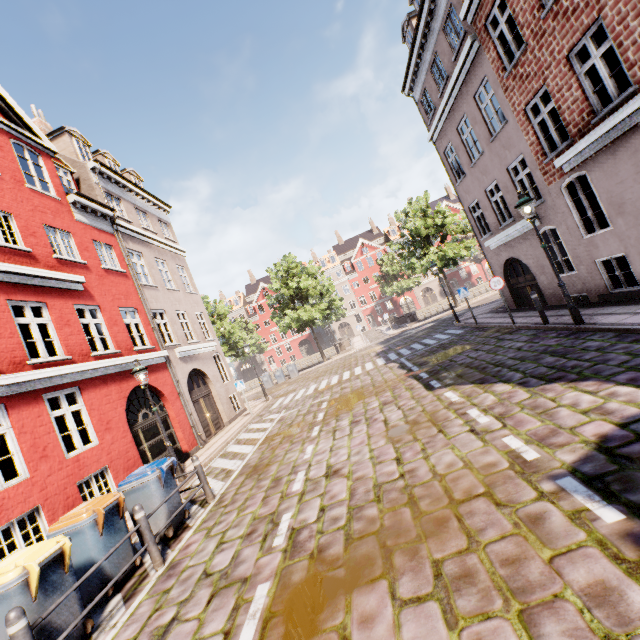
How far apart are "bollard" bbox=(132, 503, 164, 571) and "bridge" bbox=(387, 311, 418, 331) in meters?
31.5

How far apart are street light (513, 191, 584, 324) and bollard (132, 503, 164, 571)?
10.9 meters

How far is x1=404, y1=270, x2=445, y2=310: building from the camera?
56.97m

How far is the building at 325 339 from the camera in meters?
58.8

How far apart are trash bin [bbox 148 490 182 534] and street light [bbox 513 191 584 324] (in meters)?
10.60

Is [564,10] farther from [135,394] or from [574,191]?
[135,394]

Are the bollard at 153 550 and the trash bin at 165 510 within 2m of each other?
yes

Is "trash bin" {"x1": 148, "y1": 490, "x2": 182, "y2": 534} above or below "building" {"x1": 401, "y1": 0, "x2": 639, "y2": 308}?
below
